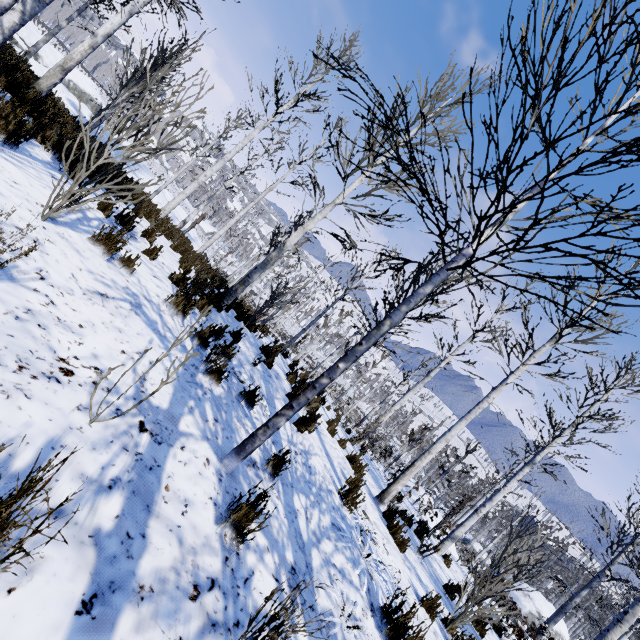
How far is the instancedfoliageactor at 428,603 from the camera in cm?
466

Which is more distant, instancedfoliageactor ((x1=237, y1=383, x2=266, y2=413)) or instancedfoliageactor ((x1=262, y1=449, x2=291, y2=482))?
instancedfoliageactor ((x1=237, y1=383, x2=266, y2=413))

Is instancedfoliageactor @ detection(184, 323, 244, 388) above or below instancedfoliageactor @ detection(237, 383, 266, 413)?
above

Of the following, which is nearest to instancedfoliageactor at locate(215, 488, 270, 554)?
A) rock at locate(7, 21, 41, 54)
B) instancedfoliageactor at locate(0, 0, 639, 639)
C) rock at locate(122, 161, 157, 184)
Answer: instancedfoliageactor at locate(0, 0, 639, 639)

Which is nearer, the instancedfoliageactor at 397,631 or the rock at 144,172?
the instancedfoliageactor at 397,631

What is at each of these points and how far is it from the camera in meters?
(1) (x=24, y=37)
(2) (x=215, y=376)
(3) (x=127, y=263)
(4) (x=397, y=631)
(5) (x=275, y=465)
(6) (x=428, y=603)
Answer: (1) rock, 22.7
(2) instancedfoliageactor, 3.7
(3) instancedfoliageactor, 3.9
(4) instancedfoliageactor, 3.0
(5) instancedfoliageactor, 3.5
(6) instancedfoliageactor, 4.8

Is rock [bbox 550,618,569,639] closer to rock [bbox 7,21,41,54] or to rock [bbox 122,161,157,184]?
rock [bbox 122,161,157,184]

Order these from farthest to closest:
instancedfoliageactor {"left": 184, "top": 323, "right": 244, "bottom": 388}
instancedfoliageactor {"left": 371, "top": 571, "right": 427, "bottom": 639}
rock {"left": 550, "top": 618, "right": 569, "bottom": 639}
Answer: rock {"left": 550, "top": 618, "right": 569, "bottom": 639}, instancedfoliageactor {"left": 184, "top": 323, "right": 244, "bottom": 388}, instancedfoliageactor {"left": 371, "top": 571, "right": 427, "bottom": 639}
